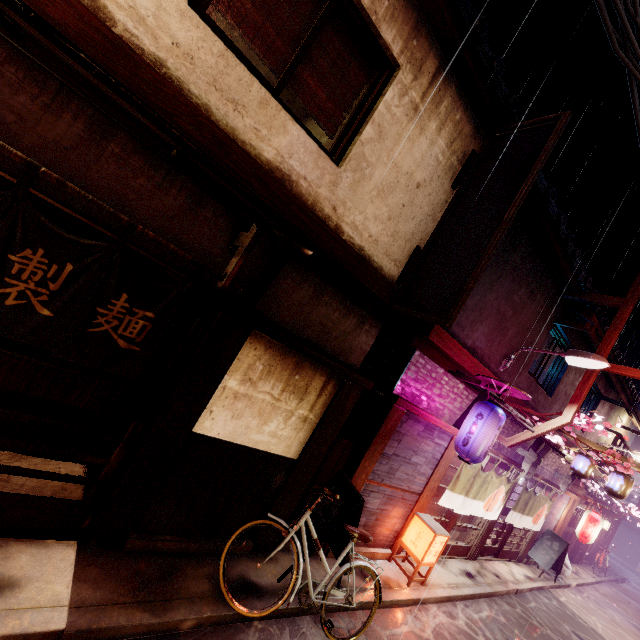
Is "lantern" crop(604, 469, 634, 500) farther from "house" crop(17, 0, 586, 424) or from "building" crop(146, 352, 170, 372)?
"building" crop(146, 352, 170, 372)

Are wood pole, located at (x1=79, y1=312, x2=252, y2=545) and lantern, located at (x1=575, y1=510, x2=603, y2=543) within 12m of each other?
no

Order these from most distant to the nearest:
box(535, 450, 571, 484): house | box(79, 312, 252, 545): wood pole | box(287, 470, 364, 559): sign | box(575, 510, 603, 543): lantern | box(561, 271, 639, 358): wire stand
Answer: box(575, 510, 603, 543): lantern, box(535, 450, 571, 484): house, box(561, 271, 639, 358): wire stand, box(287, 470, 364, 559): sign, box(79, 312, 252, 545): wood pole

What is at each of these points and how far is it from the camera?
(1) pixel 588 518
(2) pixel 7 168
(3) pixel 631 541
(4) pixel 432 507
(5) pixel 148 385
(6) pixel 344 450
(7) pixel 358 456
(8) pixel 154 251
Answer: (1) lantern, 21.22m
(2) house, 4.70m
(3) foundation, 50.50m
(4) blind, 13.70m
(5) building, 13.30m
(6) stick, 9.97m
(7) wood pole, 9.86m
(8) house, 5.94m

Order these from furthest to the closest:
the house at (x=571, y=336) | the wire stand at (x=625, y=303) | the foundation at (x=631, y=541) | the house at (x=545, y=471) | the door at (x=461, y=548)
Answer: the foundation at (x=631, y=541) < the house at (x=545, y=471) < the house at (x=571, y=336) < the door at (x=461, y=548) < the wire stand at (x=625, y=303)

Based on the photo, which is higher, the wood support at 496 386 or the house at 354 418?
the wood support at 496 386

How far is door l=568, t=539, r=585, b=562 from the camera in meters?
28.6

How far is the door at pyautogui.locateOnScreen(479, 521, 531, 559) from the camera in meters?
17.7 m
